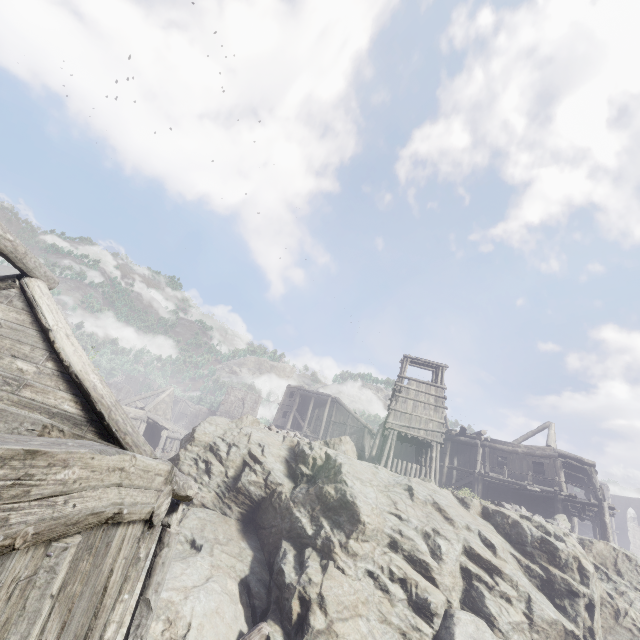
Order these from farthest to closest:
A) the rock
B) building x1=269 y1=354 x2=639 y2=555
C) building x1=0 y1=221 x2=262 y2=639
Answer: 1. building x1=269 y1=354 x2=639 y2=555
2. the rock
3. building x1=0 y1=221 x2=262 y2=639

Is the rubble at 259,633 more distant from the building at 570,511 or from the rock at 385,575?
the building at 570,511

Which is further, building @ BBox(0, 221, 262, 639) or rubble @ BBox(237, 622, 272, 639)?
rubble @ BBox(237, 622, 272, 639)

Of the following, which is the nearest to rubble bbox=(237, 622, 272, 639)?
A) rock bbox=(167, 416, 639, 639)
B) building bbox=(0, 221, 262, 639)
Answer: rock bbox=(167, 416, 639, 639)

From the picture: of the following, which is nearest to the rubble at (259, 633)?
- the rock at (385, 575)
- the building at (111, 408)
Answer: the rock at (385, 575)

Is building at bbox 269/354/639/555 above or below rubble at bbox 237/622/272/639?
→ above

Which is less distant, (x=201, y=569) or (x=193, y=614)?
(x=193, y=614)

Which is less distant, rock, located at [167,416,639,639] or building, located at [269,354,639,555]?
rock, located at [167,416,639,639]
